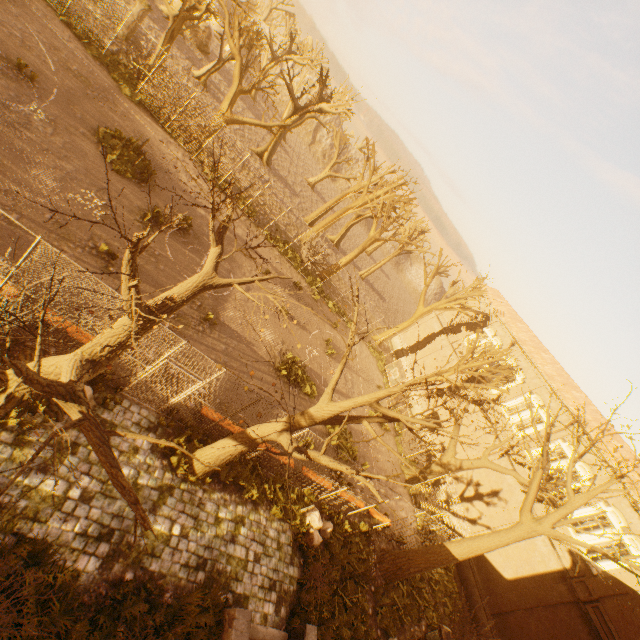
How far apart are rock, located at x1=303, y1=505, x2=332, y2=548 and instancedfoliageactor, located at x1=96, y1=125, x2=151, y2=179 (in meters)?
15.77

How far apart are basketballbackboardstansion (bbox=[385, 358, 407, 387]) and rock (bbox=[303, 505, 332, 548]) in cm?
902

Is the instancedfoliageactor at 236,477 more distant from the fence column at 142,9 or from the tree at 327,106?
the fence column at 142,9

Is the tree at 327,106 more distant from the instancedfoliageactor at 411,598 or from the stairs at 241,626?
the stairs at 241,626

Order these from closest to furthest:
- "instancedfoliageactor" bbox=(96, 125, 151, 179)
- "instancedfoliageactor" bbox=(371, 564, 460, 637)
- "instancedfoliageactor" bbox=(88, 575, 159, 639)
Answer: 1. "instancedfoliageactor" bbox=(88, 575, 159, 639)
2. "instancedfoliageactor" bbox=(371, 564, 460, 637)
3. "instancedfoliageactor" bbox=(96, 125, 151, 179)

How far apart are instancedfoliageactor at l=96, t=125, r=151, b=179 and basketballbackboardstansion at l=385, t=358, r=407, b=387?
16.99m

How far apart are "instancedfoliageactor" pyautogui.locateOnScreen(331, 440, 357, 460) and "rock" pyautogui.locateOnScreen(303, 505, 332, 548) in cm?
372

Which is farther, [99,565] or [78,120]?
[78,120]
